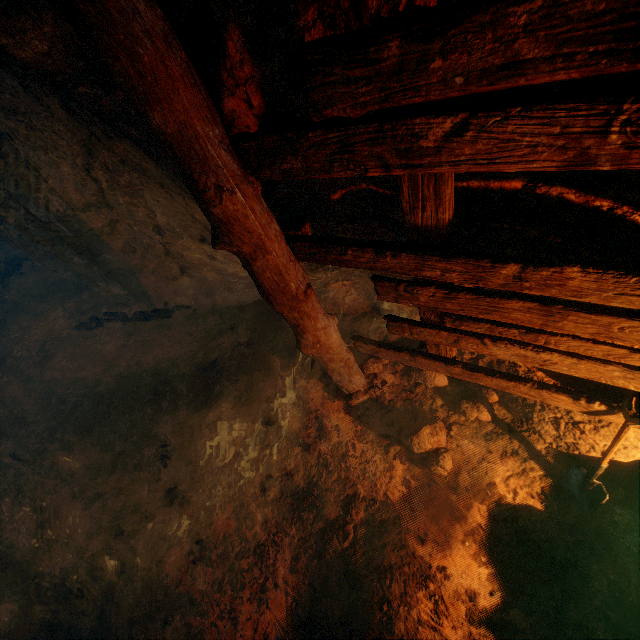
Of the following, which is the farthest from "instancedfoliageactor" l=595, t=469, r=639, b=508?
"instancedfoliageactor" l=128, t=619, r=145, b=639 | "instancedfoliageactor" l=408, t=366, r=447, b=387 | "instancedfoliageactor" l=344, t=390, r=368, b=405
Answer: "instancedfoliageactor" l=128, t=619, r=145, b=639

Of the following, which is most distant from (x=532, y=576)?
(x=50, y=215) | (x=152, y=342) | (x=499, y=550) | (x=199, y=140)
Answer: (x=50, y=215)

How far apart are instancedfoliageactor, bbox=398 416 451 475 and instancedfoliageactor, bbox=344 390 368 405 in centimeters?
→ 58cm

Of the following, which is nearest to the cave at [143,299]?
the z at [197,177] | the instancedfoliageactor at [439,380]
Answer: the z at [197,177]

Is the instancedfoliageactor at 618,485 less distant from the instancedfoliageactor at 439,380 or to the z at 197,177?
the z at 197,177

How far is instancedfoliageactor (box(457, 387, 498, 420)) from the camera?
3.29m

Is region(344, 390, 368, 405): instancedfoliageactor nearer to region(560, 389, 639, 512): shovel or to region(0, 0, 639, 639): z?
region(0, 0, 639, 639): z

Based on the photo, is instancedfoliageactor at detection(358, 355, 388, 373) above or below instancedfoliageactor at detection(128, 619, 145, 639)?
below
